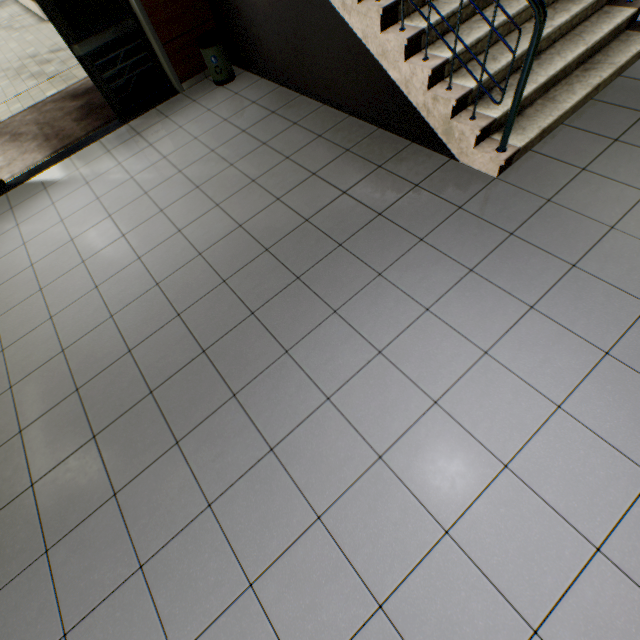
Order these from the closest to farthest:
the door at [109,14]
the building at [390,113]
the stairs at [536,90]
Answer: the stairs at [536,90] → the building at [390,113] → the door at [109,14]

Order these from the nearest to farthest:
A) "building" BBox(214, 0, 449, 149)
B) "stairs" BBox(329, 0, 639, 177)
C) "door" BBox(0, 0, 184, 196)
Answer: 1. "stairs" BBox(329, 0, 639, 177)
2. "building" BBox(214, 0, 449, 149)
3. "door" BBox(0, 0, 184, 196)

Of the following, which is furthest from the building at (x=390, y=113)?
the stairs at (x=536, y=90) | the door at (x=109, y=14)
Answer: the door at (x=109, y=14)

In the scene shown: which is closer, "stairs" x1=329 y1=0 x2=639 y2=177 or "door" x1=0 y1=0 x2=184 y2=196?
"stairs" x1=329 y1=0 x2=639 y2=177

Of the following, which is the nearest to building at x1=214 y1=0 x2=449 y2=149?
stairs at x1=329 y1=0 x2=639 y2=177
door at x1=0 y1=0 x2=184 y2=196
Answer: stairs at x1=329 y1=0 x2=639 y2=177

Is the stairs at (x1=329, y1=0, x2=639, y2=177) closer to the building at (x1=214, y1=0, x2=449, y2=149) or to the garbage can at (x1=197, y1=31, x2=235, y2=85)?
the building at (x1=214, y1=0, x2=449, y2=149)

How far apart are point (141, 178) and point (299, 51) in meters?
2.6 m

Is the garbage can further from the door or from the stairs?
the stairs
